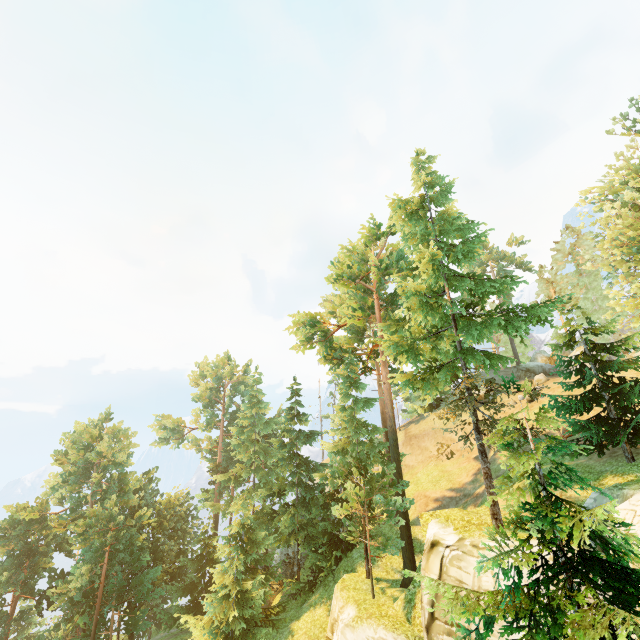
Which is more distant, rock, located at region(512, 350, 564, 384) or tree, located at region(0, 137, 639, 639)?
rock, located at region(512, 350, 564, 384)

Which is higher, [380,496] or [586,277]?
[586,277]

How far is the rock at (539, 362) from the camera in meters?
37.8 m

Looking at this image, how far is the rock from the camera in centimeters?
3781cm

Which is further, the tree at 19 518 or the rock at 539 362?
the rock at 539 362
